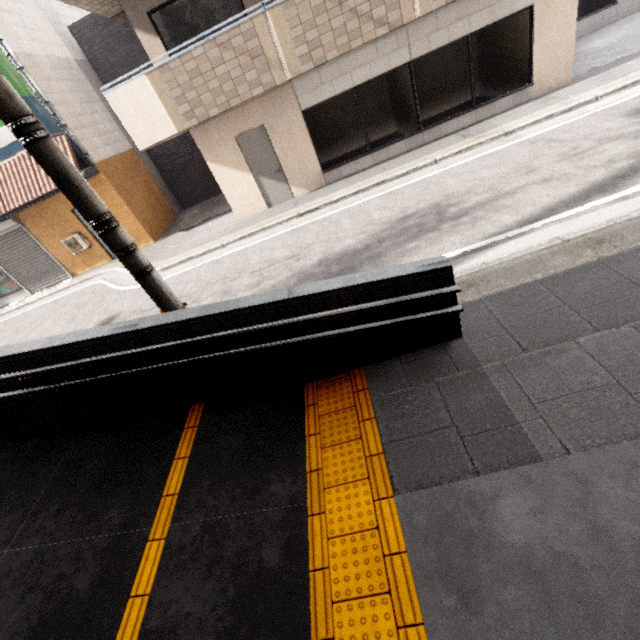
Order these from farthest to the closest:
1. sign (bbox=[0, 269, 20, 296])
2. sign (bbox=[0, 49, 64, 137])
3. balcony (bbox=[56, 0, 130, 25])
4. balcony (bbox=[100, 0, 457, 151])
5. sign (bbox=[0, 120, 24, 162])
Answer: sign (bbox=[0, 269, 20, 296]), sign (bbox=[0, 120, 24, 162]), sign (bbox=[0, 49, 64, 137]), balcony (bbox=[56, 0, 130, 25]), balcony (bbox=[100, 0, 457, 151])

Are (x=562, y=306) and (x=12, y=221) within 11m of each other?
no

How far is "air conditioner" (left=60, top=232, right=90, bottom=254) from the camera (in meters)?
11.81

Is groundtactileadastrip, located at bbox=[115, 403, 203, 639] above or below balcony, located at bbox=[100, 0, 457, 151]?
below

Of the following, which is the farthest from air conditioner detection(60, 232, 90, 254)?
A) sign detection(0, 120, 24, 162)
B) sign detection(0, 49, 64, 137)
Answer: sign detection(0, 49, 64, 137)

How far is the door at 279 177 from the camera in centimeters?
890cm

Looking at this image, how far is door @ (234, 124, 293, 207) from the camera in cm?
890

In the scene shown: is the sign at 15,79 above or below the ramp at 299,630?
above
